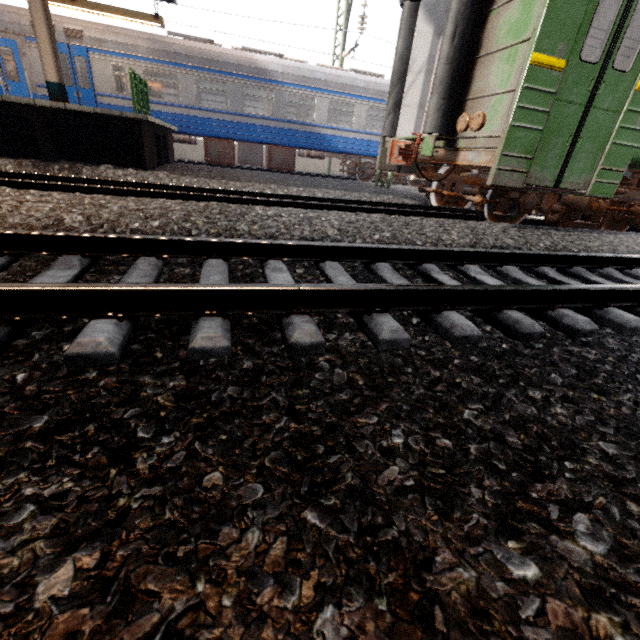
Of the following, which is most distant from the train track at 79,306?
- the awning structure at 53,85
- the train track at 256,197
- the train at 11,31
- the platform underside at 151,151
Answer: the train at 11,31

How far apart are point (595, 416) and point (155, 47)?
15.5 meters

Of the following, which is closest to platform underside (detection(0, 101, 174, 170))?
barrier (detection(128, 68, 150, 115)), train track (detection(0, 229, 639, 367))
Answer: barrier (detection(128, 68, 150, 115))

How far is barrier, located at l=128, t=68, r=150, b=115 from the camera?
8.12m

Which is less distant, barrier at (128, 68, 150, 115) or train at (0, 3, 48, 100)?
barrier at (128, 68, 150, 115)

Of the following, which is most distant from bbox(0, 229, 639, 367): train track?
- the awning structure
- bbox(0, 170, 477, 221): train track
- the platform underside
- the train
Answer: the train

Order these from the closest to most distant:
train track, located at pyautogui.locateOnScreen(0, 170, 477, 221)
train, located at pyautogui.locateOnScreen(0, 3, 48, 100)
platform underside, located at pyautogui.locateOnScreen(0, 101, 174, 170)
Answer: train track, located at pyautogui.locateOnScreen(0, 170, 477, 221) < platform underside, located at pyautogui.locateOnScreen(0, 101, 174, 170) < train, located at pyautogui.locateOnScreen(0, 3, 48, 100)

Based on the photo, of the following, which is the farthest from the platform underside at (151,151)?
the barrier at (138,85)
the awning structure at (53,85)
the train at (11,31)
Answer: the awning structure at (53,85)
